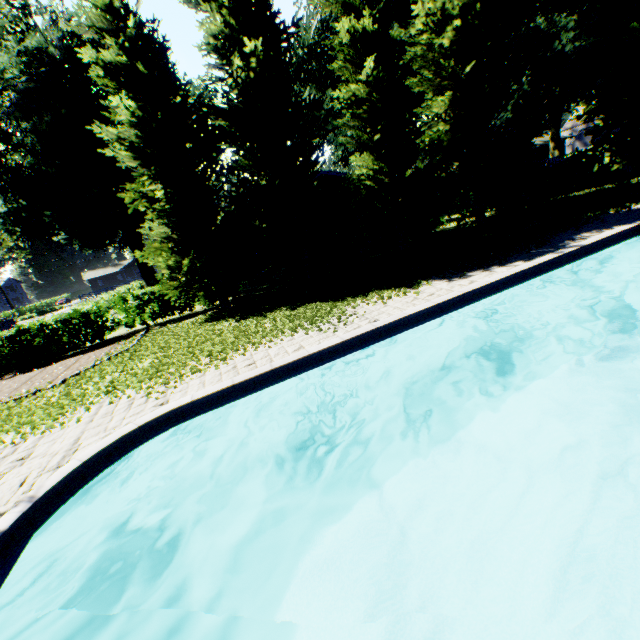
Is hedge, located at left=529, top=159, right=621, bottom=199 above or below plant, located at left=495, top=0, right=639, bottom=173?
below

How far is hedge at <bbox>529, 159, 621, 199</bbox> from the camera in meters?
21.7 m

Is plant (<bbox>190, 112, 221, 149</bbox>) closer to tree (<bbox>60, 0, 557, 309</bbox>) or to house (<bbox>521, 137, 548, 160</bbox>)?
tree (<bbox>60, 0, 557, 309</bbox>)

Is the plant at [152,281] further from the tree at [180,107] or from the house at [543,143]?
the house at [543,143]

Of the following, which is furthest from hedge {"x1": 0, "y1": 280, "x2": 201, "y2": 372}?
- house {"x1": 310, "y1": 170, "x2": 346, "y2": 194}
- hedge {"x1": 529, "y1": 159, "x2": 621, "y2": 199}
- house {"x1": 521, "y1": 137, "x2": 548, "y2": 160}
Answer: house {"x1": 521, "y1": 137, "x2": 548, "y2": 160}

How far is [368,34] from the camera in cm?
1319

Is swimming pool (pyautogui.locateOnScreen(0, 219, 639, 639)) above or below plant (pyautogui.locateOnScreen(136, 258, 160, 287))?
below

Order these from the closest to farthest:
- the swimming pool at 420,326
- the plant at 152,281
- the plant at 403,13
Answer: the swimming pool at 420,326 < the plant at 403,13 < the plant at 152,281
